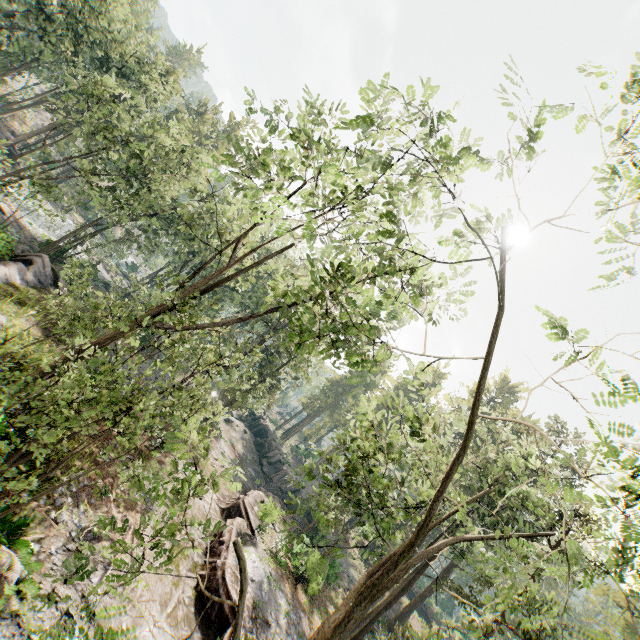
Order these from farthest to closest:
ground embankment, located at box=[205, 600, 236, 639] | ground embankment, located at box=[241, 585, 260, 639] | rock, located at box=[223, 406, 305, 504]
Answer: rock, located at box=[223, 406, 305, 504] < ground embankment, located at box=[241, 585, 260, 639] < ground embankment, located at box=[205, 600, 236, 639]

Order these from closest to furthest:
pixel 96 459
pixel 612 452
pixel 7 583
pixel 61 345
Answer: pixel 612 452 < pixel 7 583 < pixel 96 459 < pixel 61 345

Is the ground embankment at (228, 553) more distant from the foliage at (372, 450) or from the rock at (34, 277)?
the rock at (34, 277)

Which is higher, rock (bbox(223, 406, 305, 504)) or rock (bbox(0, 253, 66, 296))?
rock (bbox(223, 406, 305, 504))

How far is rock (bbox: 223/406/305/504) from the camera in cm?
4050

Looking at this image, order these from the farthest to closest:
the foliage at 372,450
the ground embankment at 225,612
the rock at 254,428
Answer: the rock at 254,428, the ground embankment at 225,612, the foliage at 372,450

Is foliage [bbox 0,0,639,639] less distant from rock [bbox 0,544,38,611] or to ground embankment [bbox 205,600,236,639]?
ground embankment [bbox 205,600,236,639]

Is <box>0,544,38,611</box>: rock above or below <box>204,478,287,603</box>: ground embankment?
below
